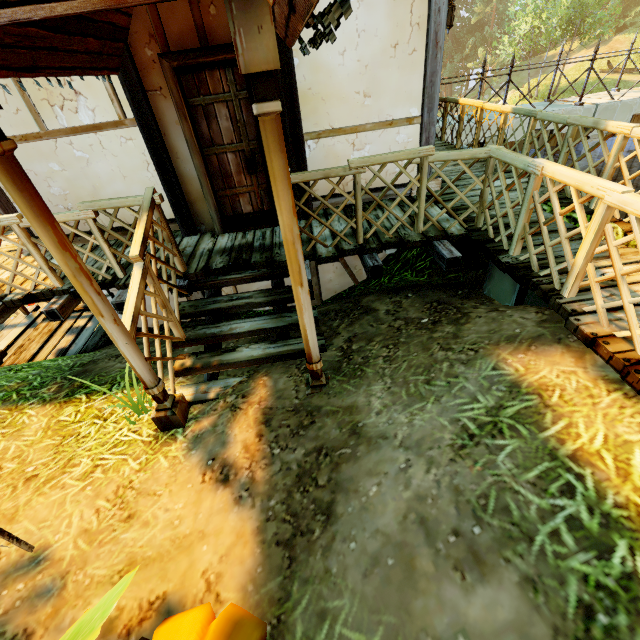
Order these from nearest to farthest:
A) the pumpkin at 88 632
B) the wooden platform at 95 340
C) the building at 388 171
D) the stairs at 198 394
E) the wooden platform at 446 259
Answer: the pumpkin at 88 632, the wooden platform at 446 259, the stairs at 198 394, the building at 388 171, the wooden platform at 95 340

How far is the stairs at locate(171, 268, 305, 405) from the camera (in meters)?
3.80

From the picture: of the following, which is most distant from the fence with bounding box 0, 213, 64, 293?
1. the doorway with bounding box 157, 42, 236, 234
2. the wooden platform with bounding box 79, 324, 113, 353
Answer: the wooden platform with bounding box 79, 324, 113, 353

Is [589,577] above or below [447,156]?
below

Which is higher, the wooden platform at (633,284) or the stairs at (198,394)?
the wooden platform at (633,284)

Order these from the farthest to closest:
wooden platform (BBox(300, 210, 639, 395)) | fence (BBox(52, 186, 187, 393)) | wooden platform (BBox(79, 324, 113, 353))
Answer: wooden platform (BBox(79, 324, 113, 353))
fence (BBox(52, 186, 187, 393))
wooden platform (BBox(300, 210, 639, 395))

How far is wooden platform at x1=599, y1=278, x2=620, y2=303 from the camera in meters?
2.9

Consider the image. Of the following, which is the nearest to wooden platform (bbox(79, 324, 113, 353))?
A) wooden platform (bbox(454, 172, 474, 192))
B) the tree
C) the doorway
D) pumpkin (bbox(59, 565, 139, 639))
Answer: wooden platform (bbox(454, 172, 474, 192))
